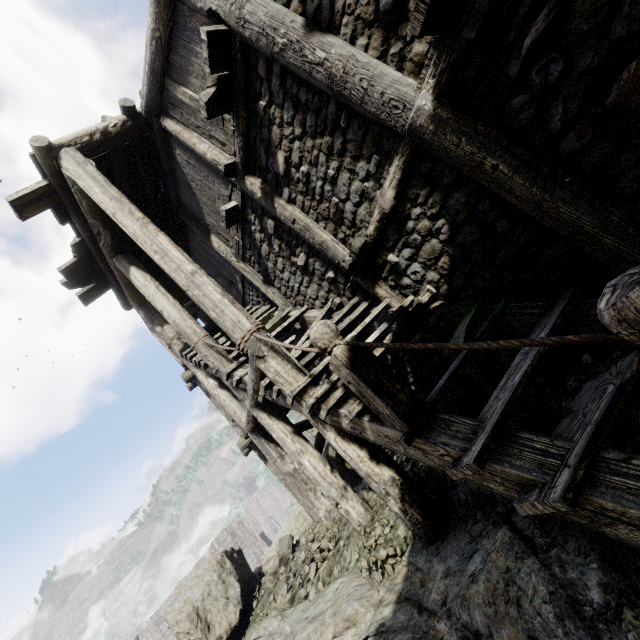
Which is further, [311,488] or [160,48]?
[311,488]

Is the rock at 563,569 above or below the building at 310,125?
below

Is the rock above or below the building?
below
